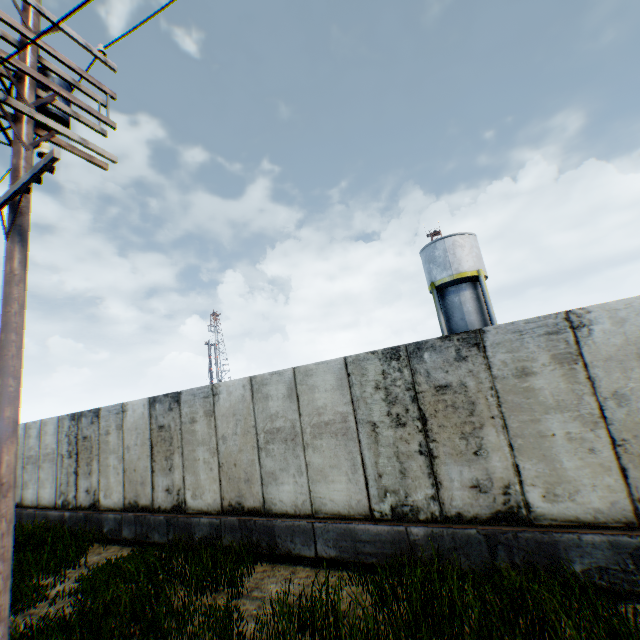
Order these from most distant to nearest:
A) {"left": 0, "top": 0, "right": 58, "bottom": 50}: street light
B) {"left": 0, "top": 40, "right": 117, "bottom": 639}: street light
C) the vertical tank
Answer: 1. the vertical tank
2. {"left": 0, "top": 0, "right": 58, "bottom": 50}: street light
3. {"left": 0, "top": 40, "right": 117, "bottom": 639}: street light

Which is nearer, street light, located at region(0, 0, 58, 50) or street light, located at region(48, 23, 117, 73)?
street light, located at region(0, 0, 58, 50)

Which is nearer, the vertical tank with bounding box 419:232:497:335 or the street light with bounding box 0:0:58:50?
the street light with bounding box 0:0:58:50

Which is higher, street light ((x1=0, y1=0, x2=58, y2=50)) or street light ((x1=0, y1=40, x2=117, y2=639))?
street light ((x1=0, y1=0, x2=58, y2=50))

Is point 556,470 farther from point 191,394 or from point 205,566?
point 191,394

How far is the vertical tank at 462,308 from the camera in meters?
21.7

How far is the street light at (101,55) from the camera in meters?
5.1
